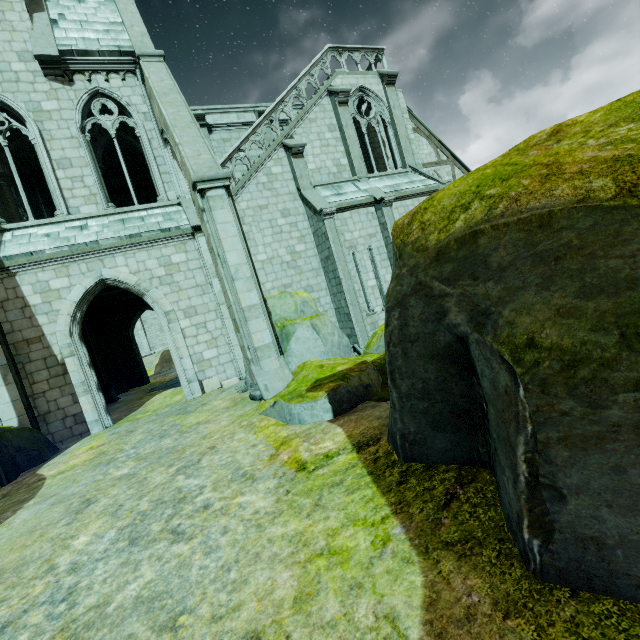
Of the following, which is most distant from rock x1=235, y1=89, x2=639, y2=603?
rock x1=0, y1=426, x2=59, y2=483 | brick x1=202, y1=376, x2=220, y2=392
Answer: rock x1=0, y1=426, x2=59, y2=483

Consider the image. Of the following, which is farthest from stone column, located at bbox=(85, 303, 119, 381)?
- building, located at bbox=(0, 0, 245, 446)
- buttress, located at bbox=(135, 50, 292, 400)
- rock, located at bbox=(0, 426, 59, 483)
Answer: buttress, located at bbox=(135, 50, 292, 400)

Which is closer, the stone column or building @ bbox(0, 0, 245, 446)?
building @ bbox(0, 0, 245, 446)

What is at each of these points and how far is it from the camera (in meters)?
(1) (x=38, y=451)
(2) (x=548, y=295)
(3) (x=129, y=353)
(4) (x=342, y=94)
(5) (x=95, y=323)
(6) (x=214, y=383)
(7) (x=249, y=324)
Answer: (1) rock, 8.65
(2) rock, 2.43
(3) building, 20.28
(4) building, 15.14
(5) stone column, 19.42
(6) brick, 11.79
(7) buttress, 8.22

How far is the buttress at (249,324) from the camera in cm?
807

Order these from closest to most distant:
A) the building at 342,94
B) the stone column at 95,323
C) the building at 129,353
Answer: the building at 129,353 < the building at 342,94 < the stone column at 95,323

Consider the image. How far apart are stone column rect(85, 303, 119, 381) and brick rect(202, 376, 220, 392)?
11.3m

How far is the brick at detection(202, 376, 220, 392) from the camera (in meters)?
11.67
